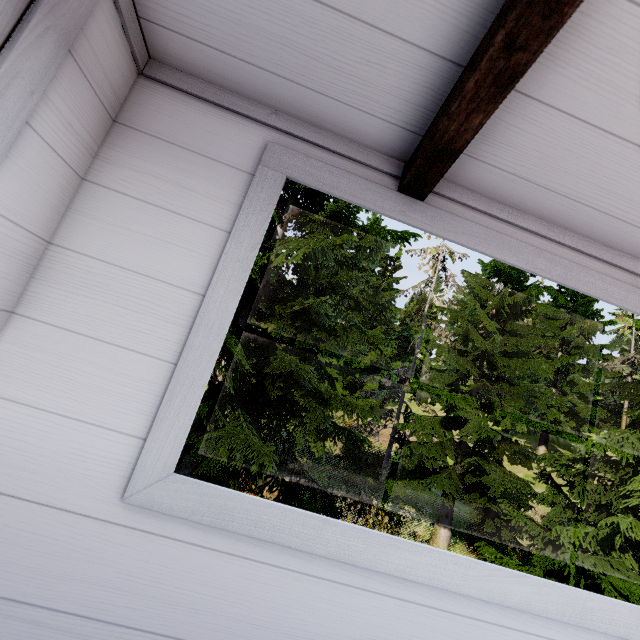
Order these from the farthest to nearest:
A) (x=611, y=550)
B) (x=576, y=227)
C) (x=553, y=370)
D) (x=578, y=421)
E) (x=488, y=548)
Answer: (x=553, y=370) < (x=578, y=421) < (x=488, y=548) < (x=611, y=550) < (x=576, y=227)

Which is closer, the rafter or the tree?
the rafter

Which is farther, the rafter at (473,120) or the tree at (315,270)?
the tree at (315,270)
